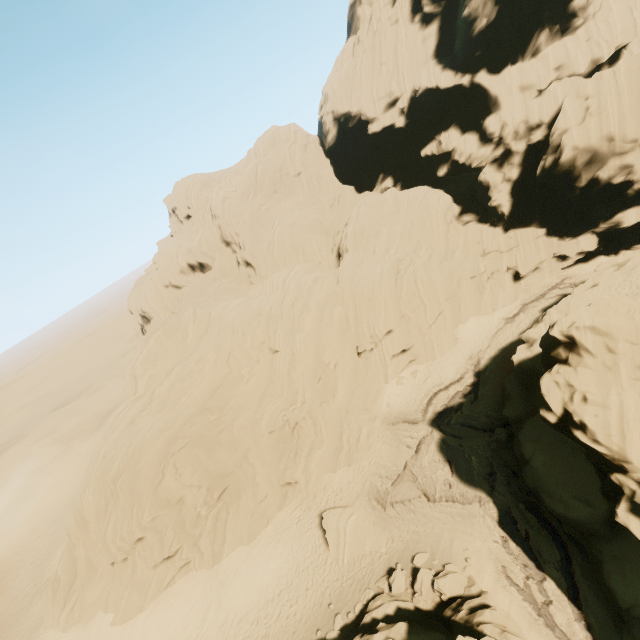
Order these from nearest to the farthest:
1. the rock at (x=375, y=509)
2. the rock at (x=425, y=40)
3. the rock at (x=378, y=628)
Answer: the rock at (x=378, y=628) < the rock at (x=425, y=40) < the rock at (x=375, y=509)

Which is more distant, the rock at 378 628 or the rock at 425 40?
the rock at 425 40

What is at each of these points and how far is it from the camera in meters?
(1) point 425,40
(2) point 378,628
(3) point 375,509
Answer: (1) rock, 37.8
(2) rock, 15.7
(3) rock, 23.5

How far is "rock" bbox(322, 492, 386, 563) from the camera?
21.7m

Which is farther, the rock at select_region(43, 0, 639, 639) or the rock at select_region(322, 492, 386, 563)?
the rock at select_region(322, 492, 386, 563)

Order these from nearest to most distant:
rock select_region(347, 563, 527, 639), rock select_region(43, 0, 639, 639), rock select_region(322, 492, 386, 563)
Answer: rock select_region(347, 563, 527, 639)
rock select_region(43, 0, 639, 639)
rock select_region(322, 492, 386, 563)

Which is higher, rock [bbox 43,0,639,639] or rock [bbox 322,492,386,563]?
rock [bbox 43,0,639,639]
